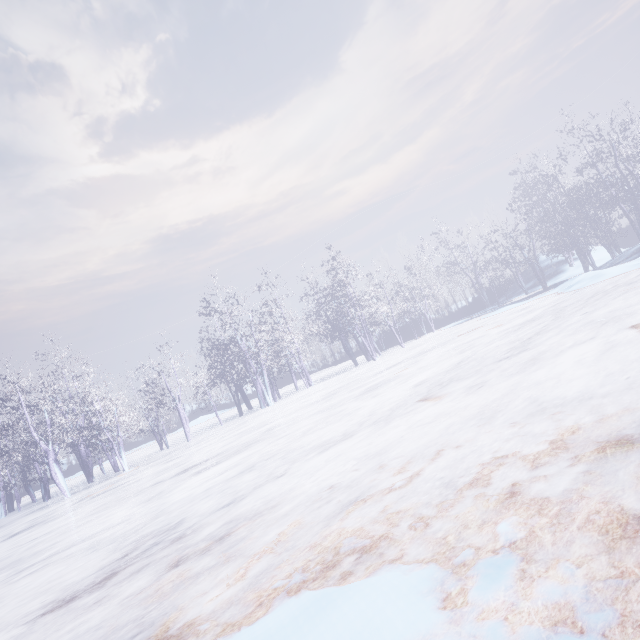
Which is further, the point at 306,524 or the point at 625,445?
the point at 306,524
